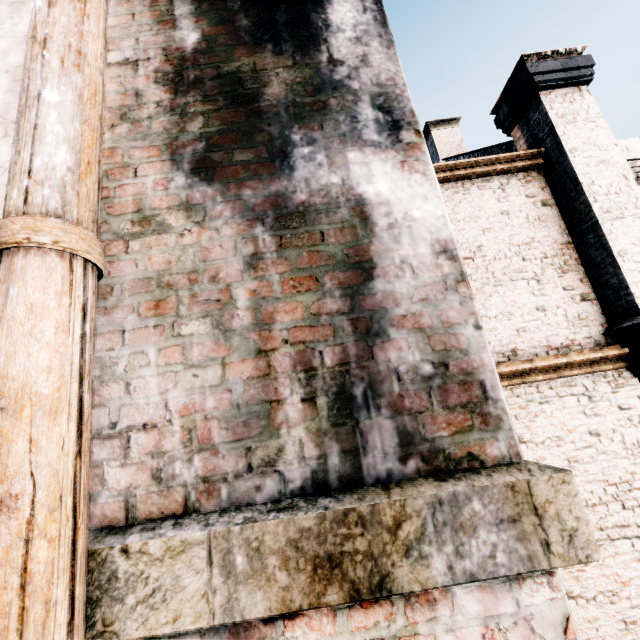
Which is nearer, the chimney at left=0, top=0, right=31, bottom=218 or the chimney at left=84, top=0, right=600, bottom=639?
the chimney at left=84, top=0, right=600, bottom=639

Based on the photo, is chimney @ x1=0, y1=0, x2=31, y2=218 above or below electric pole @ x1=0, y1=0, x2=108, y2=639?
above

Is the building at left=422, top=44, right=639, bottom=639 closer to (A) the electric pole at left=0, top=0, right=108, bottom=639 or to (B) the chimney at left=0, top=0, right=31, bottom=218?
(B) the chimney at left=0, top=0, right=31, bottom=218

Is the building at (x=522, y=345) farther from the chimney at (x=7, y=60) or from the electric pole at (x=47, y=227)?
the electric pole at (x=47, y=227)

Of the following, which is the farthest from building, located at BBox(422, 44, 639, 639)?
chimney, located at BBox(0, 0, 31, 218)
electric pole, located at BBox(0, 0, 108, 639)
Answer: electric pole, located at BBox(0, 0, 108, 639)

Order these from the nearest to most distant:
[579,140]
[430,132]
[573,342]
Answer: [573,342], [579,140], [430,132]

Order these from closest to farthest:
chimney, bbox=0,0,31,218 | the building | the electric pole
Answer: the electric pole < chimney, bbox=0,0,31,218 < the building
